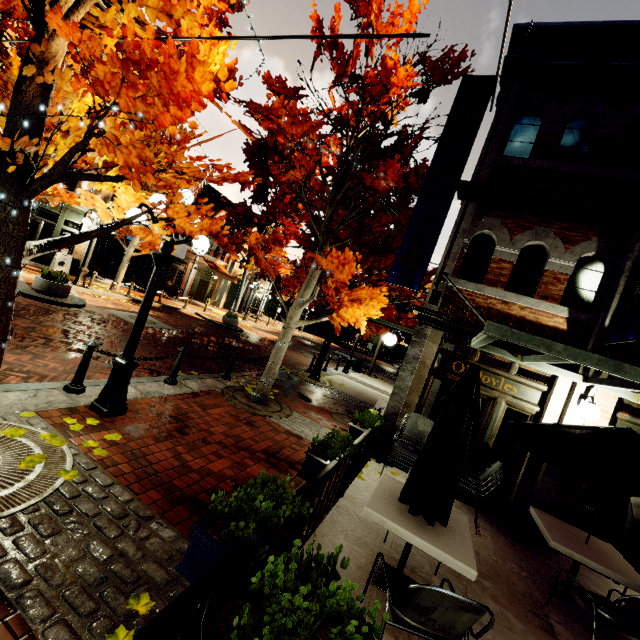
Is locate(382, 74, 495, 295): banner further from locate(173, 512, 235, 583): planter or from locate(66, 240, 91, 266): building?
locate(173, 512, 235, 583): planter

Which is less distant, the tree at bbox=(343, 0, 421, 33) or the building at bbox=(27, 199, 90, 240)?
the tree at bbox=(343, 0, 421, 33)

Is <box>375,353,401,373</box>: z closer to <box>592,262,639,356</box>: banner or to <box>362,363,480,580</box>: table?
<box>592,262,639,356</box>: banner

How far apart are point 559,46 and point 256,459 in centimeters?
1026cm

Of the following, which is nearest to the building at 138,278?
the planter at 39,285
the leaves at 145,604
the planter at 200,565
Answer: the planter at 200,565

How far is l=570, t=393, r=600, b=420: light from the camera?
5.2m

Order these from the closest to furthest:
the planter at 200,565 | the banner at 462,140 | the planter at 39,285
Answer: the planter at 200,565 → the banner at 462,140 → the planter at 39,285

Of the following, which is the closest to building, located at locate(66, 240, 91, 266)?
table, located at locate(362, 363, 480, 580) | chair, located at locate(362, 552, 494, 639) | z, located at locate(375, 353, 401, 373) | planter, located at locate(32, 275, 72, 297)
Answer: z, located at locate(375, 353, 401, 373)
